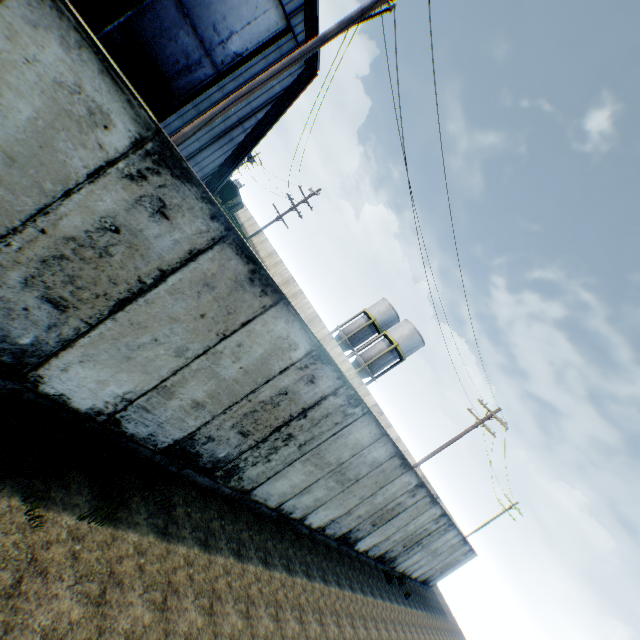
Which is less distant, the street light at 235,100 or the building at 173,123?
the street light at 235,100

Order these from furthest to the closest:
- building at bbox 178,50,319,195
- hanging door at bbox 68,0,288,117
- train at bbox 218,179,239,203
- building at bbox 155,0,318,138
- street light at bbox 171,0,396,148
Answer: train at bbox 218,179,239,203
building at bbox 178,50,319,195
building at bbox 155,0,318,138
hanging door at bbox 68,0,288,117
street light at bbox 171,0,396,148

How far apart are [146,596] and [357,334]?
40.22m

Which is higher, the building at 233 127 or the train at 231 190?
the building at 233 127

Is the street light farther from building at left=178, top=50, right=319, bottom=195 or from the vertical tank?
the vertical tank

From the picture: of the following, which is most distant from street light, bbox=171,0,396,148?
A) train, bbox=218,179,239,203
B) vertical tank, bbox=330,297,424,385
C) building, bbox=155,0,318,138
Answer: train, bbox=218,179,239,203

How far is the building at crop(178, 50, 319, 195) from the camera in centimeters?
1795cm

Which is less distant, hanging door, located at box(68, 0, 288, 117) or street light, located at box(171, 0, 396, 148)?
street light, located at box(171, 0, 396, 148)
